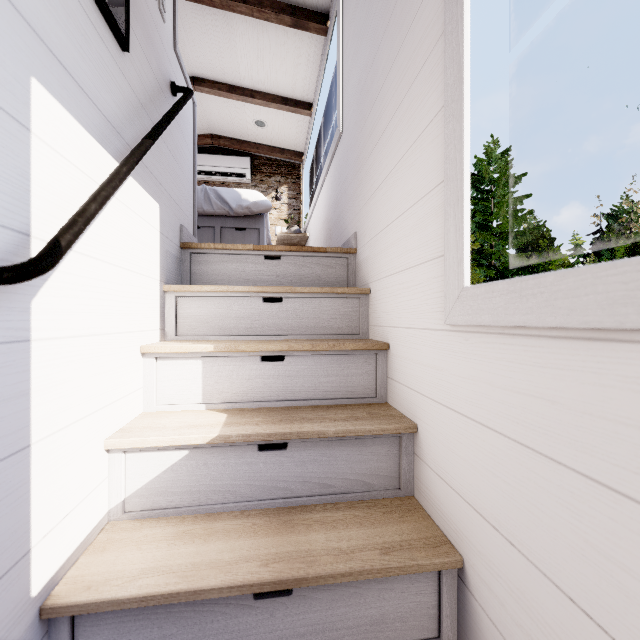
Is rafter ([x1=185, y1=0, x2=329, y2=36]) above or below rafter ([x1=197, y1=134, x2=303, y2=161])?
below

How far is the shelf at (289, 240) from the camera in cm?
436

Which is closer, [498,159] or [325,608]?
[325,608]

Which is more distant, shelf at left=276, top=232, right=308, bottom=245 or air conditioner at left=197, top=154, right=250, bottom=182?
air conditioner at left=197, top=154, right=250, bottom=182

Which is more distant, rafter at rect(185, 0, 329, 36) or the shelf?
the shelf

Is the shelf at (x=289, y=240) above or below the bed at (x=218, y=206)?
above

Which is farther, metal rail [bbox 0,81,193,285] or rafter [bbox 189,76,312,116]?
rafter [bbox 189,76,312,116]

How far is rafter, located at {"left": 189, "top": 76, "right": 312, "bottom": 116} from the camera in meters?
3.7 m
